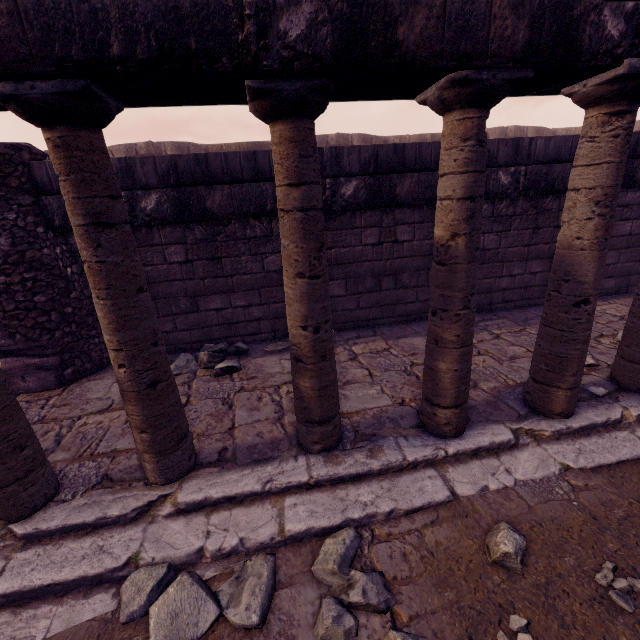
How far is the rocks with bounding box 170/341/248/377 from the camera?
4.0 meters

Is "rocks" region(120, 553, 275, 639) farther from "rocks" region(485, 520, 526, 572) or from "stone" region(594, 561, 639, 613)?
"stone" region(594, 561, 639, 613)

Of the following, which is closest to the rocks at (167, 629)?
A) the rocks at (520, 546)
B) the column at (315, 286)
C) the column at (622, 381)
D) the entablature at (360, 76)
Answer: the column at (315, 286)

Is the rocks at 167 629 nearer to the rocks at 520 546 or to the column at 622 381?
Answer: the rocks at 520 546

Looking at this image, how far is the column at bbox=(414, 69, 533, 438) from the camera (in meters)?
1.86

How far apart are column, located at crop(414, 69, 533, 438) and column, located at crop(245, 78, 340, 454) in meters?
0.6

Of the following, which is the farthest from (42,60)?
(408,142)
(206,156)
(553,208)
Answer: (408,142)

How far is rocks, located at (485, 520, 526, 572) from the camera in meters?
1.8 m
